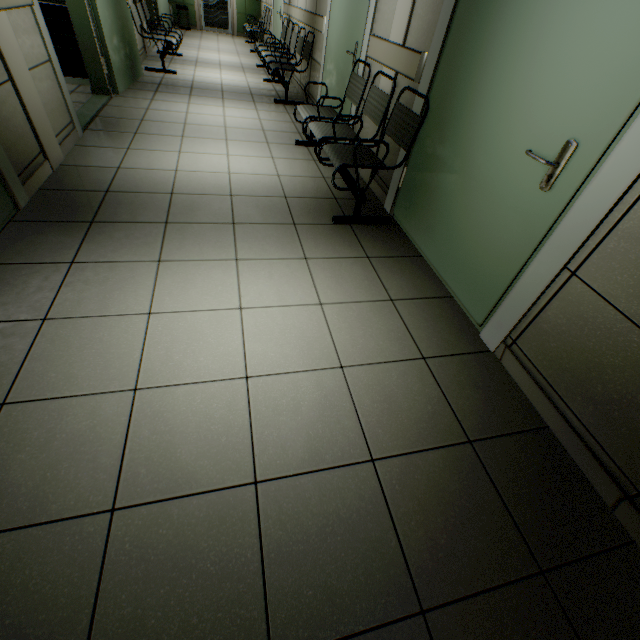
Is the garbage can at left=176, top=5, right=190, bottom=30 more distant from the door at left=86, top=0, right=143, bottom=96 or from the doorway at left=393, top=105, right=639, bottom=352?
the doorway at left=393, top=105, right=639, bottom=352

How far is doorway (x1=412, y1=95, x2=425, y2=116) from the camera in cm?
247

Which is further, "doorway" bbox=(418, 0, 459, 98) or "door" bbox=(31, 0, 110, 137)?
"door" bbox=(31, 0, 110, 137)

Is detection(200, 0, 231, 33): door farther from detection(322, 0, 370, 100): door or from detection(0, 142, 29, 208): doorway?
detection(0, 142, 29, 208): doorway

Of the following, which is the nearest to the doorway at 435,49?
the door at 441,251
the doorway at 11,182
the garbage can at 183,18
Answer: the door at 441,251

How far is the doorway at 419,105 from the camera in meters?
2.5

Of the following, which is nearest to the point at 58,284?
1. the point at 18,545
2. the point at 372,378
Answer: the point at 18,545

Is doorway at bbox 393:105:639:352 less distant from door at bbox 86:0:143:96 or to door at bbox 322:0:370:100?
door at bbox 322:0:370:100
